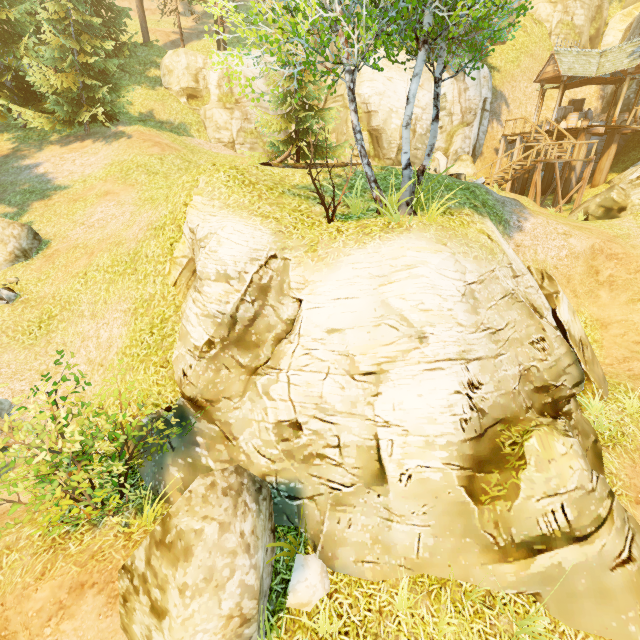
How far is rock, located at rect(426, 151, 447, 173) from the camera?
14.6 meters

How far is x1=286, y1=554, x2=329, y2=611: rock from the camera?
5.11m

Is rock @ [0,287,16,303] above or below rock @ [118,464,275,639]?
above

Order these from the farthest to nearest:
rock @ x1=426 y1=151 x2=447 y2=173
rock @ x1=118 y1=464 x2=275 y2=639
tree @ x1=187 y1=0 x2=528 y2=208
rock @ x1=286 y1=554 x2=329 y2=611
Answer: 1. rock @ x1=426 y1=151 x2=447 y2=173
2. tree @ x1=187 y1=0 x2=528 y2=208
3. rock @ x1=286 y1=554 x2=329 y2=611
4. rock @ x1=118 y1=464 x2=275 y2=639

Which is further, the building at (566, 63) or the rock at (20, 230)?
the building at (566, 63)

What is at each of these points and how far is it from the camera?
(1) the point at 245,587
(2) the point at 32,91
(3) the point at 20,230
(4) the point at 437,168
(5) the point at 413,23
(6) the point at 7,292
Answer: (1) rock, 4.2m
(2) tree, 18.8m
(3) rock, 12.0m
(4) rock, 21.8m
(5) tree, 6.3m
(6) rock, 10.9m

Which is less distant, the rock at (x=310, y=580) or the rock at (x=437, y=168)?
the rock at (x=310, y=580)
